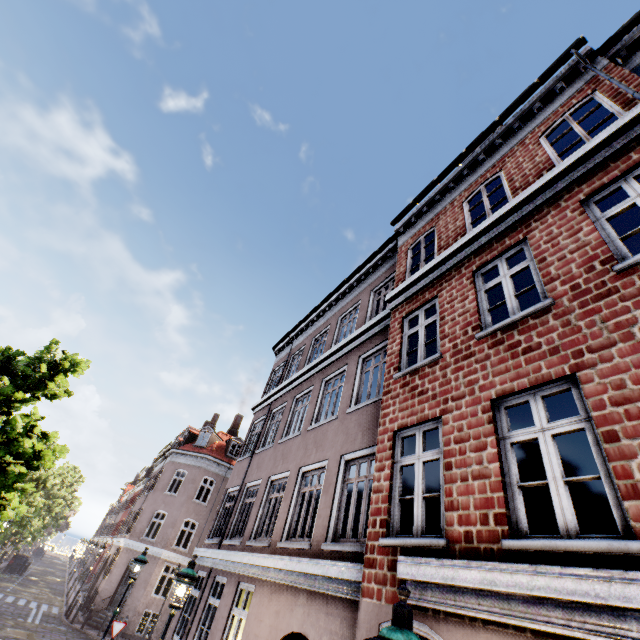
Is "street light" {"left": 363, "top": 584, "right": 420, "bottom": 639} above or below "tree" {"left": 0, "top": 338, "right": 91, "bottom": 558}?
below

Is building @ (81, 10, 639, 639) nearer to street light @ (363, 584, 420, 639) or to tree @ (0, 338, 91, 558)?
street light @ (363, 584, 420, 639)

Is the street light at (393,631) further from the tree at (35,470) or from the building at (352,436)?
the building at (352,436)

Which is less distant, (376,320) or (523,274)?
(376,320)

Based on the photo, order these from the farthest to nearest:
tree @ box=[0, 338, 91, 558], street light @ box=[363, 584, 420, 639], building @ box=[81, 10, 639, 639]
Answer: tree @ box=[0, 338, 91, 558] → building @ box=[81, 10, 639, 639] → street light @ box=[363, 584, 420, 639]
